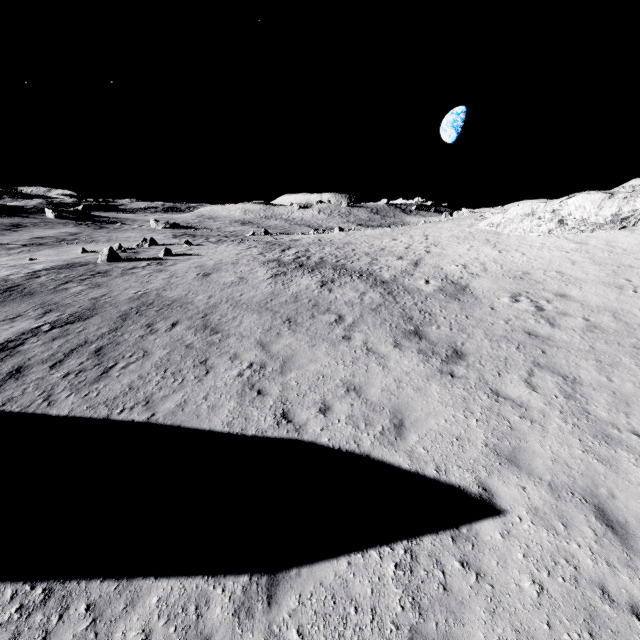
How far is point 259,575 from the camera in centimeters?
518cm
